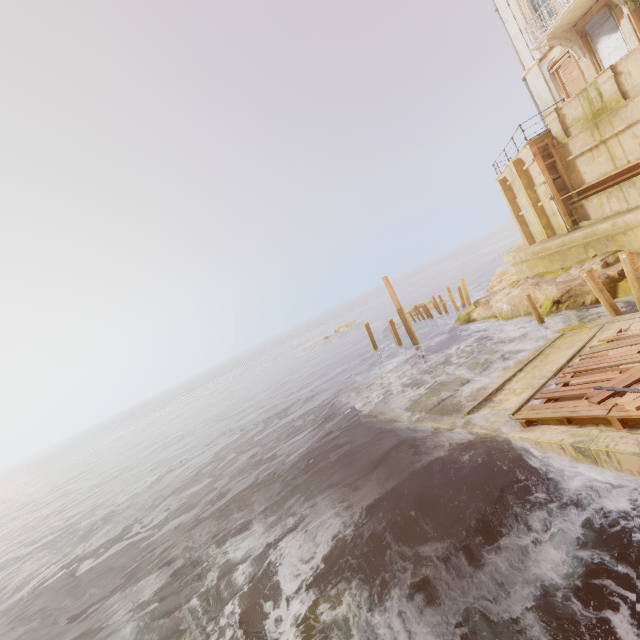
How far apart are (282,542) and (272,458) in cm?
735

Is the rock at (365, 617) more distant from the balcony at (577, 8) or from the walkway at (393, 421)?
the balcony at (577, 8)

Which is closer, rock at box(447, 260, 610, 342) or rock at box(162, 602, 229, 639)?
rock at box(162, 602, 229, 639)

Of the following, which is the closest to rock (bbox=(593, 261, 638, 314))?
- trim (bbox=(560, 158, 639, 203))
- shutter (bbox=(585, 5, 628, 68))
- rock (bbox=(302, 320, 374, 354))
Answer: trim (bbox=(560, 158, 639, 203))

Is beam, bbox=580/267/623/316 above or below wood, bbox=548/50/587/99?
below

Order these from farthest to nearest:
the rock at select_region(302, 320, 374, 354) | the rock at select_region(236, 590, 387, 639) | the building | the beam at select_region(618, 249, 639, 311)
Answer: the rock at select_region(302, 320, 374, 354) → the building → the beam at select_region(618, 249, 639, 311) → the rock at select_region(236, 590, 387, 639)

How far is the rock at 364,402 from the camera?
16.4 meters

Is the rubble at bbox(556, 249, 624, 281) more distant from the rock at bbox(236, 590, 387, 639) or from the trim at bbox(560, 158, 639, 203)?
the rock at bbox(236, 590, 387, 639)
